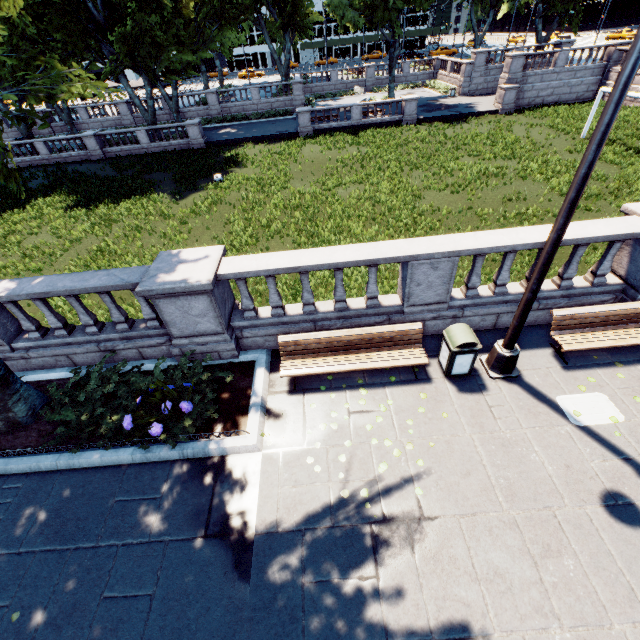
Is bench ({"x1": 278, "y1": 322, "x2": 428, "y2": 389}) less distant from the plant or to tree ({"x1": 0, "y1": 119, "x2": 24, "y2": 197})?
the plant

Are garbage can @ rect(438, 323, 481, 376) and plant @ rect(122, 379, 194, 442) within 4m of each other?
no

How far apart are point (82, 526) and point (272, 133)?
34.37m

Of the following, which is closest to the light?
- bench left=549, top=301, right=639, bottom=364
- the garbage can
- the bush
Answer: the garbage can

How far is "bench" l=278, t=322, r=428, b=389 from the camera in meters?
6.4 m

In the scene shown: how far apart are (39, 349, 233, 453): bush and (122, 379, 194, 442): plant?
0.00m

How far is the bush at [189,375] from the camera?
6.0m

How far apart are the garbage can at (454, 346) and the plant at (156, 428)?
5.0m
